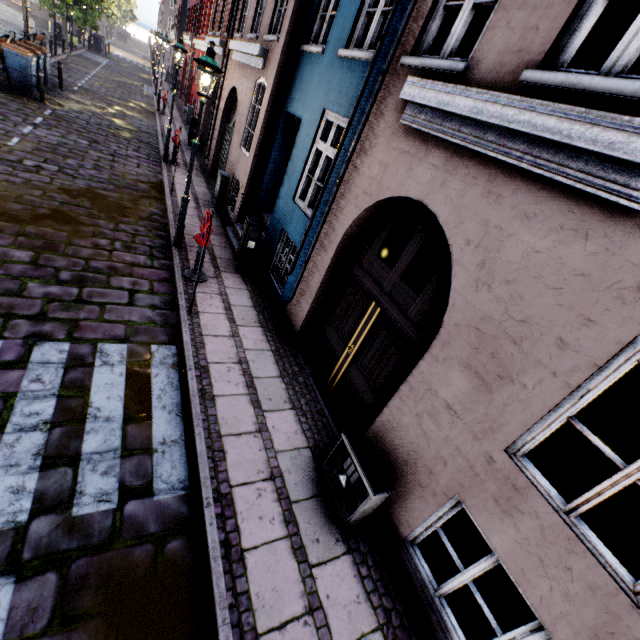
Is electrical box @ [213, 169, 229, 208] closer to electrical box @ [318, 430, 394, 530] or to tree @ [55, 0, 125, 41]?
tree @ [55, 0, 125, 41]

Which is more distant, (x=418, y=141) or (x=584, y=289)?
(x=418, y=141)

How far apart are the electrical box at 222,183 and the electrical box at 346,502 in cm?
917

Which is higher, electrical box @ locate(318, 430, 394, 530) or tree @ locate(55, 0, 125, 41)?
tree @ locate(55, 0, 125, 41)

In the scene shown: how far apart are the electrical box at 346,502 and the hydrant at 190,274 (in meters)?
4.51

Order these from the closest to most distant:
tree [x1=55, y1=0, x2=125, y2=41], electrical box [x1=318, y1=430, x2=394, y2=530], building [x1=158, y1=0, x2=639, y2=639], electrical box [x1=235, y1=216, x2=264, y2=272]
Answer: building [x1=158, y1=0, x2=639, y2=639], electrical box [x1=318, y1=430, x2=394, y2=530], electrical box [x1=235, y1=216, x2=264, y2=272], tree [x1=55, y1=0, x2=125, y2=41]

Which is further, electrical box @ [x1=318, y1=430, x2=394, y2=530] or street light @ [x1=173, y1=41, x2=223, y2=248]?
street light @ [x1=173, y1=41, x2=223, y2=248]

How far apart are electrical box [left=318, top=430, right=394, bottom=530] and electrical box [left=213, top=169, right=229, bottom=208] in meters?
9.2 m
